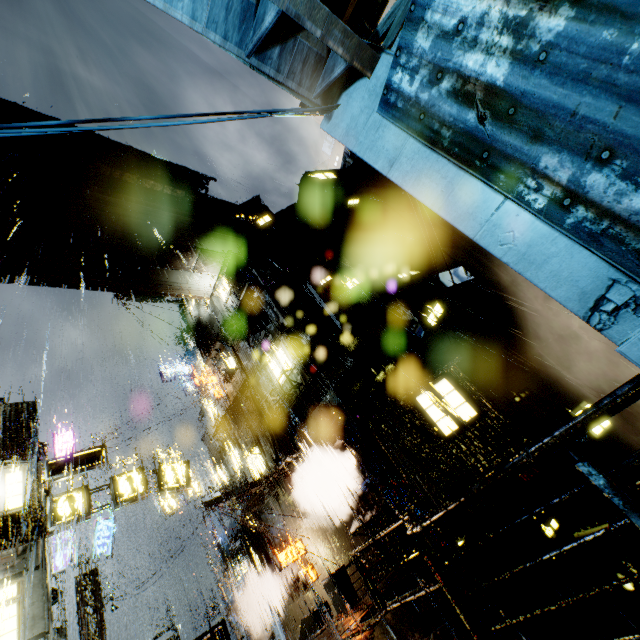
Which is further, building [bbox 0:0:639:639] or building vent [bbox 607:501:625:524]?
building vent [bbox 607:501:625:524]

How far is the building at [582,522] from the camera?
9.0m

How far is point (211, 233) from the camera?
21.39m

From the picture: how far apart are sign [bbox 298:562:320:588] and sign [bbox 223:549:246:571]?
6.8 meters

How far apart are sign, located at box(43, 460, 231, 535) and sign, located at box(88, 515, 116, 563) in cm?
954

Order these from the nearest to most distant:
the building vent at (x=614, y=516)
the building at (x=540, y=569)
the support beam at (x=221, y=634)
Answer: the support beam at (x=221, y=634) < the building at (x=540, y=569) < the building vent at (x=614, y=516)

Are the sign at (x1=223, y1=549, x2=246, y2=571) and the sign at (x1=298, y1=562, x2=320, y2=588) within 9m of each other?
Result: yes

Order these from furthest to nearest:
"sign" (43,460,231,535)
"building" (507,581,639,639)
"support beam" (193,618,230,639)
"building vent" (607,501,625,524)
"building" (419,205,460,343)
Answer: "building" (419,205,460,343) < "sign" (43,460,231,535) < "building" (507,581,639,639) < "building vent" (607,501,625,524) < "support beam" (193,618,230,639)
